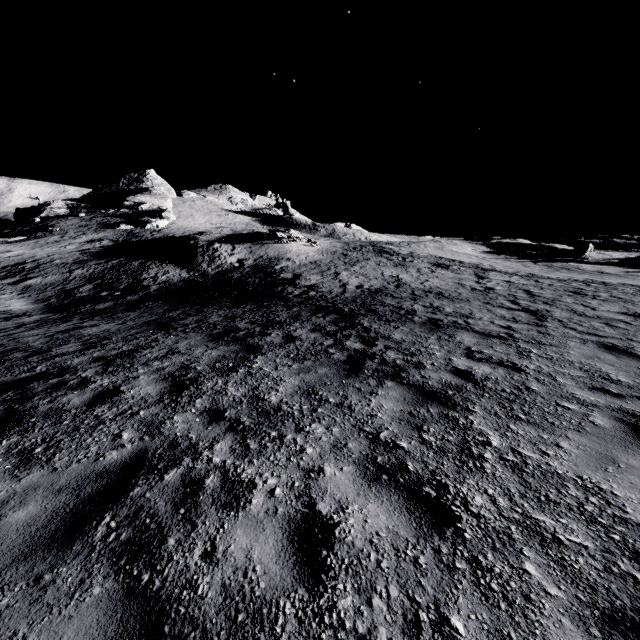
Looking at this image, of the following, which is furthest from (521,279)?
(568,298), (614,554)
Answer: (614,554)

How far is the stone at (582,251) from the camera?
43.94m

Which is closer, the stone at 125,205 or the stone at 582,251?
the stone at 582,251

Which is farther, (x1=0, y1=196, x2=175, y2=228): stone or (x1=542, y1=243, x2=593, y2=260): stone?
(x1=0, y1=196, x2=175, y2=228): stone

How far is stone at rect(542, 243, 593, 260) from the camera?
43.94m
